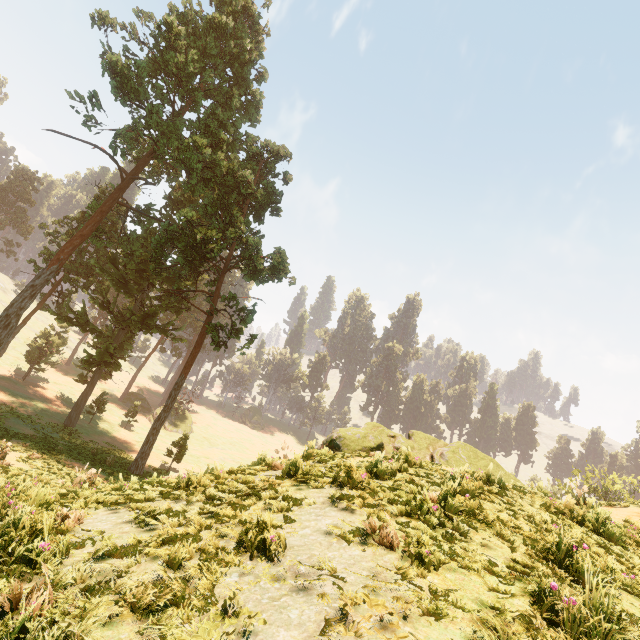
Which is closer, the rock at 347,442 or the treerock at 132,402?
the rock at 347,442

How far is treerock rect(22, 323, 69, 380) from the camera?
39.20m

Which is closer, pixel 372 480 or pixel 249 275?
pixel 372 480

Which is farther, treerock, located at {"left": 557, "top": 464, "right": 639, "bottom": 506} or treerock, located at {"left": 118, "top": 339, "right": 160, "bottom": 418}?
treerock, located at {"left": 118, "top": 339, "right": 160, "bottom": 418}

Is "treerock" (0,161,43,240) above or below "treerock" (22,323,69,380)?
above

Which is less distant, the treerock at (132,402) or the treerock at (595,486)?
the treerock at (595,486)

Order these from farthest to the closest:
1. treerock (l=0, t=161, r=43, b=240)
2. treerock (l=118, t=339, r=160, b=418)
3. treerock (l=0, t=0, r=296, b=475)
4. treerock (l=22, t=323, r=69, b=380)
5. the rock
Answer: treerock (l=0, t=161, r=43, b=240), treerock (l=118, t=339, r=160, b=418), treerock (l=22, t=323, r=69, b=380), treerock (l=0, t=0, r=296, b=475), the rock
